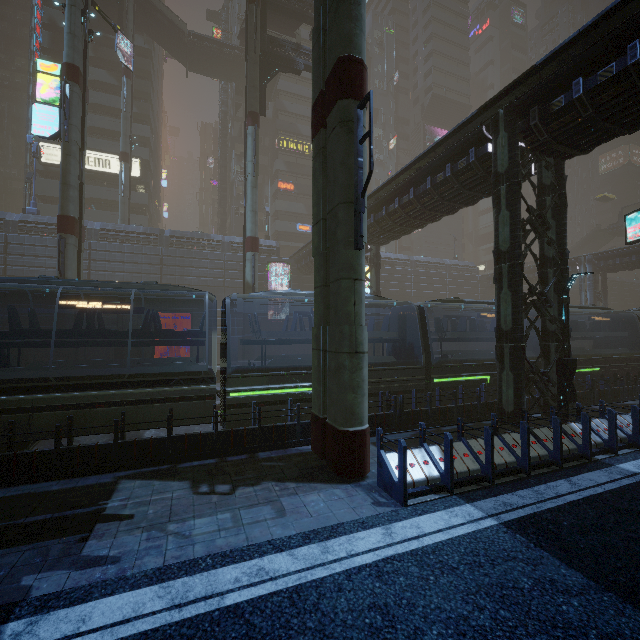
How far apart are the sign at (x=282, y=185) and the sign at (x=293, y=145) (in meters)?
4.34

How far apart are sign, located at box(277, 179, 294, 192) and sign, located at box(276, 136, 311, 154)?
4.34m

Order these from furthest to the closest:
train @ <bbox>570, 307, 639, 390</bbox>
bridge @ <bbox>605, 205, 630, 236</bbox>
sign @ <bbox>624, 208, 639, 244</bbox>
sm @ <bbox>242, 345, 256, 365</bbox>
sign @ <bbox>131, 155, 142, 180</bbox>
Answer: bridge @ <bbox>605, 205, 630, 236</bbox> < sign @ <bbox>131, 155, 142, 180</bbox> < sm @ <bbox>242, 345, 256, 365</bbox> < train @ <bbox>570, 307, 639, 390</bbox> < sign @ <bbox>624, 208, 639, 244</bbox>

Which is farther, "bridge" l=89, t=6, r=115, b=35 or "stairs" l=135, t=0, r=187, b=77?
"bridge" l=89, t=6, r=115, b=35

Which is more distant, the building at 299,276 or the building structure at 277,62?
the building at 299,276

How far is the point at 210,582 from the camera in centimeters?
446cm

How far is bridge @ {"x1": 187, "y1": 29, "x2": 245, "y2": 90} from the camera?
38.88m

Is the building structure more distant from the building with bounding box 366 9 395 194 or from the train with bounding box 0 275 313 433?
the train with bounding box 0 275 313 433
